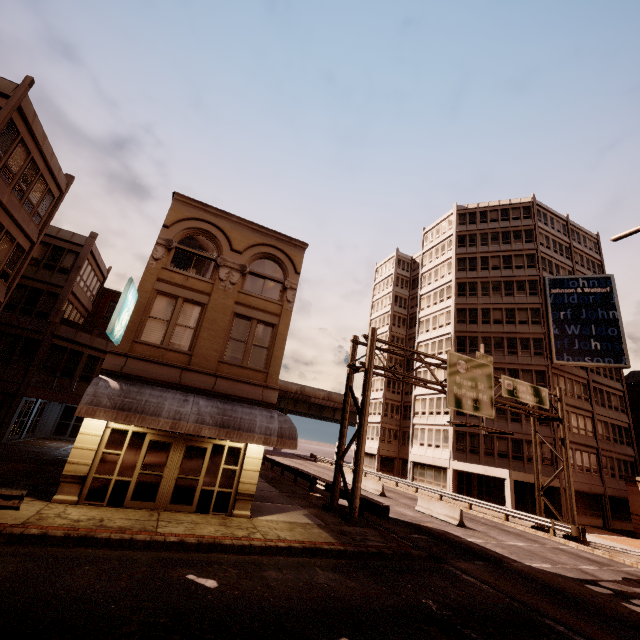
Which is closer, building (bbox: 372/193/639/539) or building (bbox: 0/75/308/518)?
building (bbox: 0/75/308/518)

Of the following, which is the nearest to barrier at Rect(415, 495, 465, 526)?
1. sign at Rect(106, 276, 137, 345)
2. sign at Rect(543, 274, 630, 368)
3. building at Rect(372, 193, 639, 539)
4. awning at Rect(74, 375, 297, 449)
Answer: building at Rect(372, 193, 639, 539)

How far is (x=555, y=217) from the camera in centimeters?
4438cm

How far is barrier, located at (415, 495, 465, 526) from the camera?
20.3 meters

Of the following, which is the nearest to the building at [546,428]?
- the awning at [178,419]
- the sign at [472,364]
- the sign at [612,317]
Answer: the sign at [612,317]

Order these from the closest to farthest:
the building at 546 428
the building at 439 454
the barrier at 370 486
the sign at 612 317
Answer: the barrier at 370 486
the building at 546 428
the building at 439 454
the sign at 612 317

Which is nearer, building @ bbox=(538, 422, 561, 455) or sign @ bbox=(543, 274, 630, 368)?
building @ bbox=(538, 422, 561, 455)

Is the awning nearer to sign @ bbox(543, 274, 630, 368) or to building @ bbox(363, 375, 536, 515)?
building @ bbox(363, 375, 536, 515)
